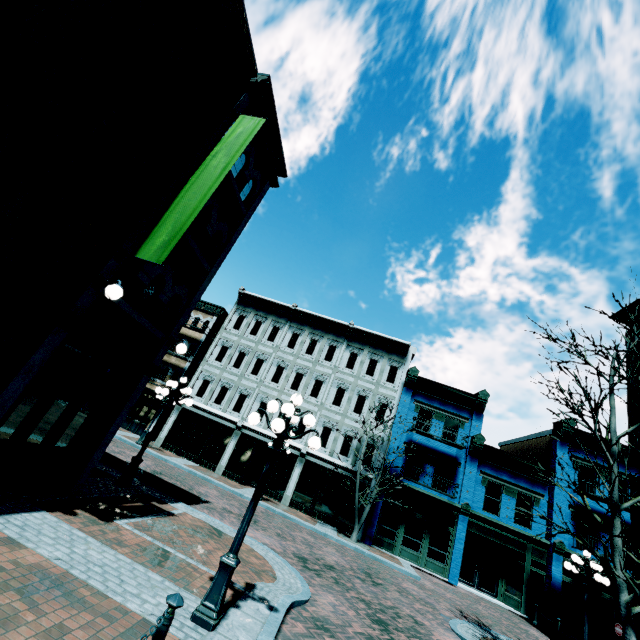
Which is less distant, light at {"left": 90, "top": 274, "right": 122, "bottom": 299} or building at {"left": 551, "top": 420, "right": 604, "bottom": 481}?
light at {"left": 90, "top": 274, "right": 122, "bottom": 299}

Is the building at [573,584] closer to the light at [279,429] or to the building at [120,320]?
the building at [120,320]

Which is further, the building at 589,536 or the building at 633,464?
the building at 589,536

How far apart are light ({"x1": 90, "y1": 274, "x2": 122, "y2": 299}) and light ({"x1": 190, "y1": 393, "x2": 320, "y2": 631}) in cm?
347

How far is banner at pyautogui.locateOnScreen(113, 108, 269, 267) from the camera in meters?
6.8 m

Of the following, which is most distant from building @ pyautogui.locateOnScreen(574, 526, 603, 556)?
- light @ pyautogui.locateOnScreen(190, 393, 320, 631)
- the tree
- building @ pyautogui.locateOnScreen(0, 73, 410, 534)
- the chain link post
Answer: the chain link post

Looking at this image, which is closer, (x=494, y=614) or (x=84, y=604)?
(x=84, y=604)

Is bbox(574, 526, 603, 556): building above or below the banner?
below
